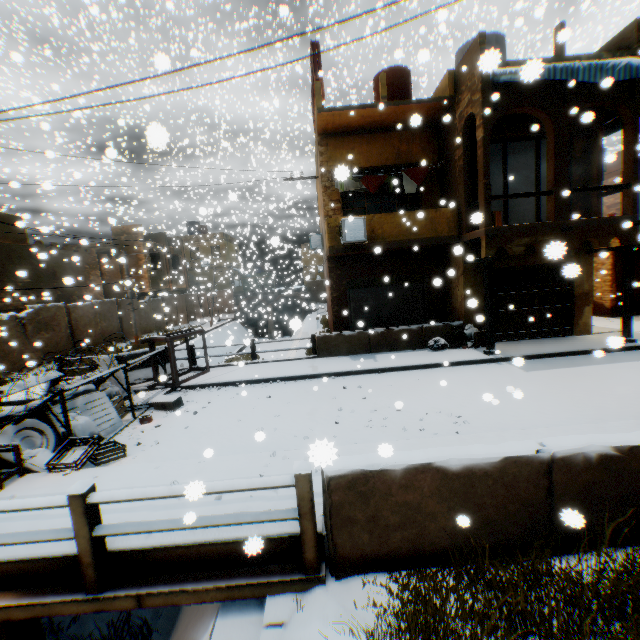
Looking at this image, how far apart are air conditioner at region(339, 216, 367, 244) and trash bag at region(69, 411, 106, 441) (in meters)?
7.74

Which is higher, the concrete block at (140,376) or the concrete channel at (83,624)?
the concrete block at (140,376)

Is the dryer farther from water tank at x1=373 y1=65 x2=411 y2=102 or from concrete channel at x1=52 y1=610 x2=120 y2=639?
concrete channel at x1=52 y1=610 x2=120 y2=639

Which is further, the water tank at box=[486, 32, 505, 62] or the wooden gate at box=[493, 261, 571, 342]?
the wooden gate at box=[493, 261, 571, 342]

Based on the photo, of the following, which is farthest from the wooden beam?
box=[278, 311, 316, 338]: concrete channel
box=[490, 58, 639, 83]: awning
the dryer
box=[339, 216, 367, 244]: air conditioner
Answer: box=[278, 311, 316, 338]: concrete channel

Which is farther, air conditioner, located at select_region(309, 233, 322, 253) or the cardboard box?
air conditioner, located at select_region(309, 233, 322, 253)

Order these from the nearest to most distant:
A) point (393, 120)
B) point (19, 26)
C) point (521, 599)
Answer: point (521, 599)
point (393, 120)
point (19, 26)

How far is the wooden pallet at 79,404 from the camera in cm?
721
